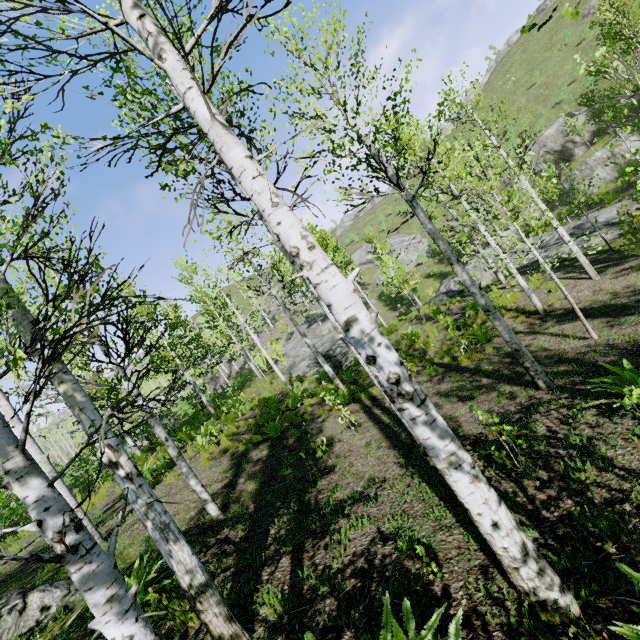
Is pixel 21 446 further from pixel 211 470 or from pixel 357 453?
pixel 211 470

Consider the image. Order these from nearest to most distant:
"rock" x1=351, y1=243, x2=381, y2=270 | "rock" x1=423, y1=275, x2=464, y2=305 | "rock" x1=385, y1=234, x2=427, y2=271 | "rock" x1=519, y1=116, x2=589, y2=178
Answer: "rock" x1=423, y1=275, x2=464, y2=305 → "rock" x1=519, y1=116, x2=589, y2=178 → "rock" x1=385, y1=234, x2=427, y2=271 → "rock" x1=351, y1=243, x2=381, y2=270

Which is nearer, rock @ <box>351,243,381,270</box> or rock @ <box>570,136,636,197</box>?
rock @ <box>570,136,636,197</box>

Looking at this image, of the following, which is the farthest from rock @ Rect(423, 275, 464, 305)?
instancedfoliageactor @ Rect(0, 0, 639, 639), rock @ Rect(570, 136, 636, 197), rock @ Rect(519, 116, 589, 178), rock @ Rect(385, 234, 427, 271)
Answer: rock @ Rect(519, 116, 589, 178)

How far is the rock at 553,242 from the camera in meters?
14.7 m

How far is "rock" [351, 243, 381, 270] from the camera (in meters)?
48.47

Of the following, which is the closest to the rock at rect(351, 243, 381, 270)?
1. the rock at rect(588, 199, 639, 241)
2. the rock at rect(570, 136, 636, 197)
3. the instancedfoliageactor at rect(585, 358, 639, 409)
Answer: the rock at rect(570, 136, 636, 197)

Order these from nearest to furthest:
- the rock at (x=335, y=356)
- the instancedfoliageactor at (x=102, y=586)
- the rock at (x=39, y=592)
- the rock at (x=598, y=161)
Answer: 1. the instancedfoliageactor at (x=102, y=586)
2. the rock at (x=39, y=592)
3. the rock at (x=335, y=356)
4. the rock at (x=598, y=161)
